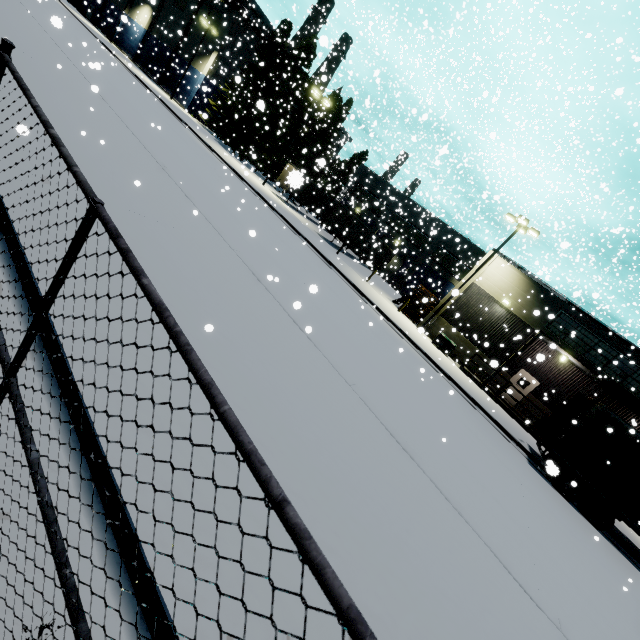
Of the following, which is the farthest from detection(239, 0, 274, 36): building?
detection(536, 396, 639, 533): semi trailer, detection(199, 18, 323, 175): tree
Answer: detection(199, 18, 323, 175): tree

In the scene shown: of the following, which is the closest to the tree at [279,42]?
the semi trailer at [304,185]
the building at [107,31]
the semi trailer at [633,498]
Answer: the building at [107,31]

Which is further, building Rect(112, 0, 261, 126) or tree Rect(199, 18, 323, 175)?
building Rect(112, 0, 261, 126)

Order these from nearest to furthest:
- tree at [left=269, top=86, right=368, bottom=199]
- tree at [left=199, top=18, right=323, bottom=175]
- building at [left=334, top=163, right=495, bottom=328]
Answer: building at [left=334, top=163, right=495, bottom=328]
tree at [left=199, top=18, right=323, bottom=175]
tree at [left=269, top=86, right=368, bottom=199]

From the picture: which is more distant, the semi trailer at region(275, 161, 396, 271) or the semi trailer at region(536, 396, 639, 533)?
the semi trailer at region(275, 161, 396, 271)

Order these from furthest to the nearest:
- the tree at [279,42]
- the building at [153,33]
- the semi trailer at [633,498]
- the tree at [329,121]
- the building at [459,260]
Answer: the building at [153,33] < the tree at [329,121] < the tree at [279,42] < the building at [459,260] < the semi trailer at [633,498]

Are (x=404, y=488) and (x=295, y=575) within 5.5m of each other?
yes

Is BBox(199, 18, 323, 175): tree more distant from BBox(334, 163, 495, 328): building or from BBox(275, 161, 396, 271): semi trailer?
BBox(275, 161, 396, 271): semi trailer
